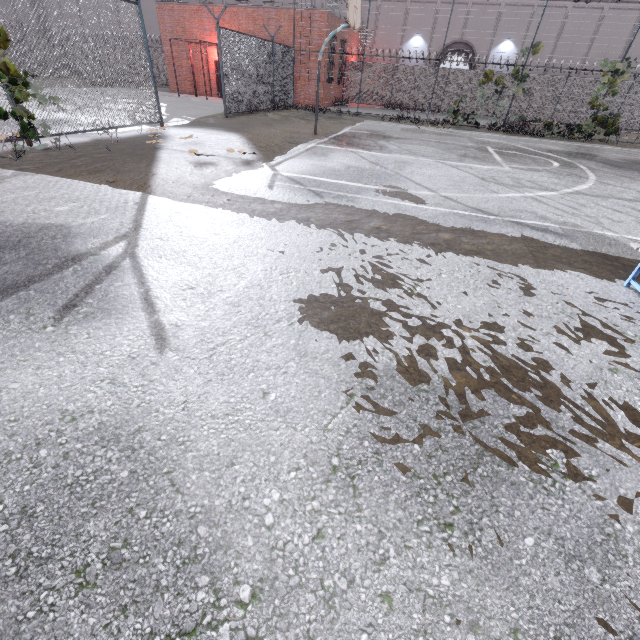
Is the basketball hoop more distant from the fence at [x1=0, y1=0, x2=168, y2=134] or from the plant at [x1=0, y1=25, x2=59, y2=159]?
the plant at [x1=0, y1=25, x2=59, y2=159]

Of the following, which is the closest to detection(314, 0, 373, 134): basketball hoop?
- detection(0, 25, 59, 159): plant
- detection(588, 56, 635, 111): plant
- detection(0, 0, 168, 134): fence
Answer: detection(0, 0, 168, 134): fence

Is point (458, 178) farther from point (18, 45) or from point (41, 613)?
point (18, 45)

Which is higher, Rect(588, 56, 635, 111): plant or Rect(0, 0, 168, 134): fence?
Rect(588, 56, 635, 111): plant

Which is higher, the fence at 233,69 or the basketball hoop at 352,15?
the basketball hoop at 352,15

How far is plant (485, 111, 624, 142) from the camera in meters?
15.8 m

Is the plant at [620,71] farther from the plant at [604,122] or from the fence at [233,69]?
the plant at [604,122]

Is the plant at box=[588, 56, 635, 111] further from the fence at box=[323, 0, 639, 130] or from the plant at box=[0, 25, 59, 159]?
the plant at box=[0, 25, 59, 159]
